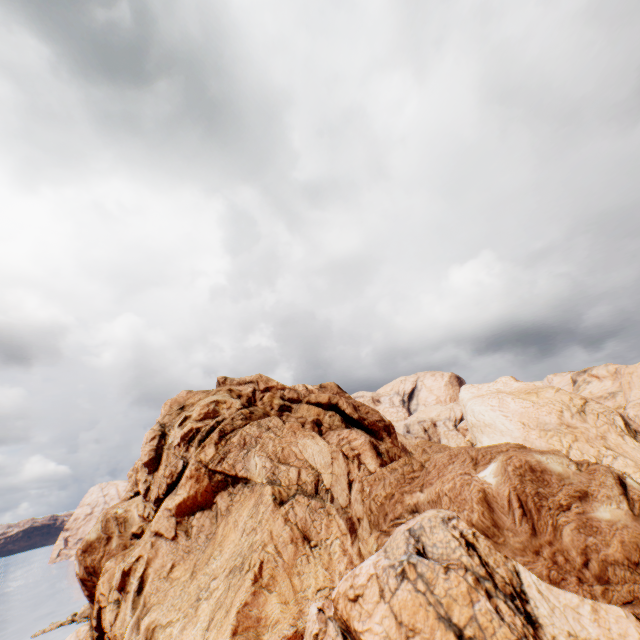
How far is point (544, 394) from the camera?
31.16m
